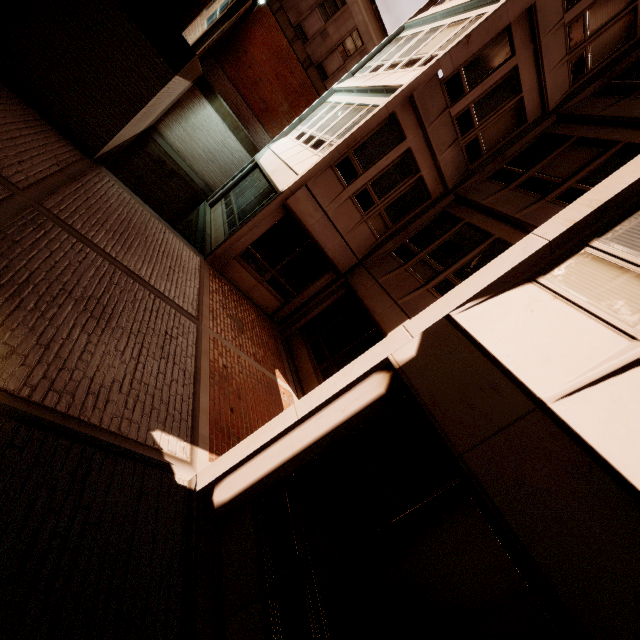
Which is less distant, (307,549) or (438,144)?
(307,549)
